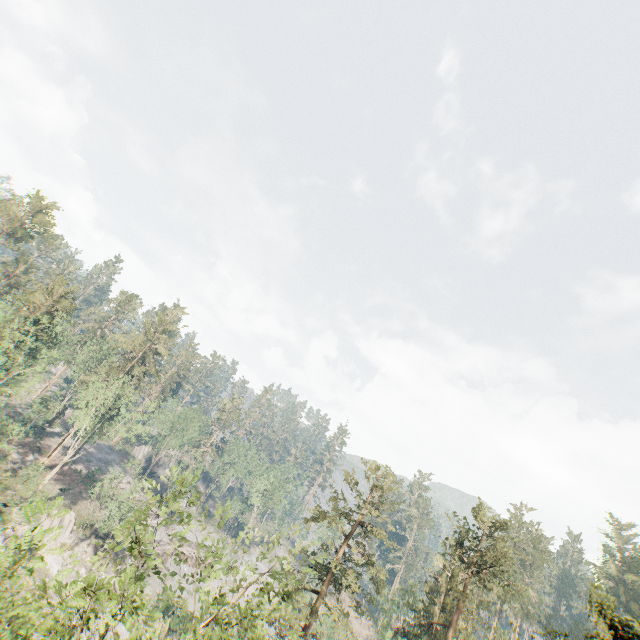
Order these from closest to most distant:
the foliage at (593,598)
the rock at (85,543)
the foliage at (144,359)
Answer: the foliage at (144,359) < the foliage at (593,598) < the rock at (85,543)

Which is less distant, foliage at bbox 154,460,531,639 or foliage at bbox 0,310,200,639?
foliage at bbox 0,310,200,639

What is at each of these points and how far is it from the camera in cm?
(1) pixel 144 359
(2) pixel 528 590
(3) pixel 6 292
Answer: (1) foliage, 5697
(2) foliage, 2747
(3) foliage, 5519

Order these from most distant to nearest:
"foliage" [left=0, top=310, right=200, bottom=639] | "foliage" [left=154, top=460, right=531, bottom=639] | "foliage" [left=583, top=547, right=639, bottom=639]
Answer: "foliage" [left=154, top=460, right=531, bottom=639] → "foliage" [left=583, top=547, right=639, bottom=639] → "foliage" [left=0, top=310, right=200, bottom=639]

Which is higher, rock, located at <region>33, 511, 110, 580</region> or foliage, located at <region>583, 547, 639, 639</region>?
foliage, located at <region>583, 547, 639, 639</region>

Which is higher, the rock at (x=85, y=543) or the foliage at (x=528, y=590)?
the foliage at (x=528, y=590)
